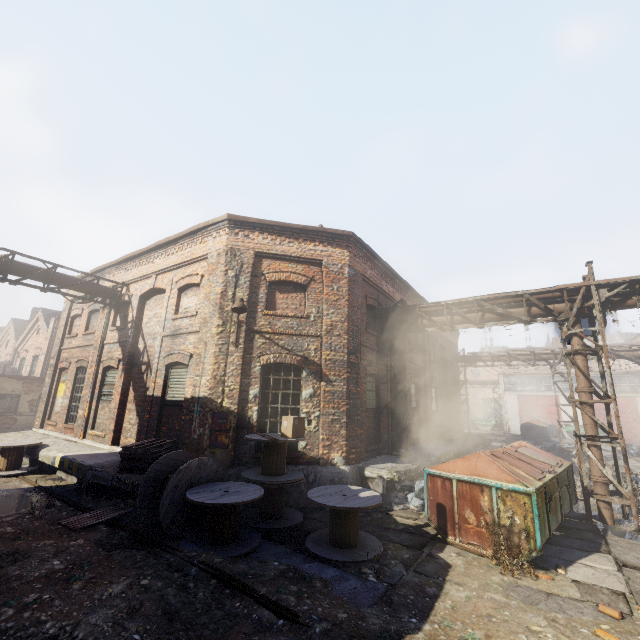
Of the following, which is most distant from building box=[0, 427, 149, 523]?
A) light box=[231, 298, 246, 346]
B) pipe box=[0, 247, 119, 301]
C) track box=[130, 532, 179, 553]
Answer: pipe box=[0, 247, 119, 301]

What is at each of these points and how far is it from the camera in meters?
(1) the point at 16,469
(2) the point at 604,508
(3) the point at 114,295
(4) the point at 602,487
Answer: (1) spool, 11.0 m
(2) pipe, 8.4 m
(3) pipe, 13.6 m
(4) pipe, 8.5 m

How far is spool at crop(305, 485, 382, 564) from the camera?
5.97m

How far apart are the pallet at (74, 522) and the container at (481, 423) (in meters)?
41.77

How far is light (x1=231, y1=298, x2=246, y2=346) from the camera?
8.87m

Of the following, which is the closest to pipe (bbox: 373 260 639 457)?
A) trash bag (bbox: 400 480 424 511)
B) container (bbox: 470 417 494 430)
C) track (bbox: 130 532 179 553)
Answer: trash bag (bbox: 400 480 424 511)

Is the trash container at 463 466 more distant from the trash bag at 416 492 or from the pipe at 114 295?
the pipe at 114 295

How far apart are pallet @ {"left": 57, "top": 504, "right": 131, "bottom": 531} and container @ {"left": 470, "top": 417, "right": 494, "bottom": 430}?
41.77m
